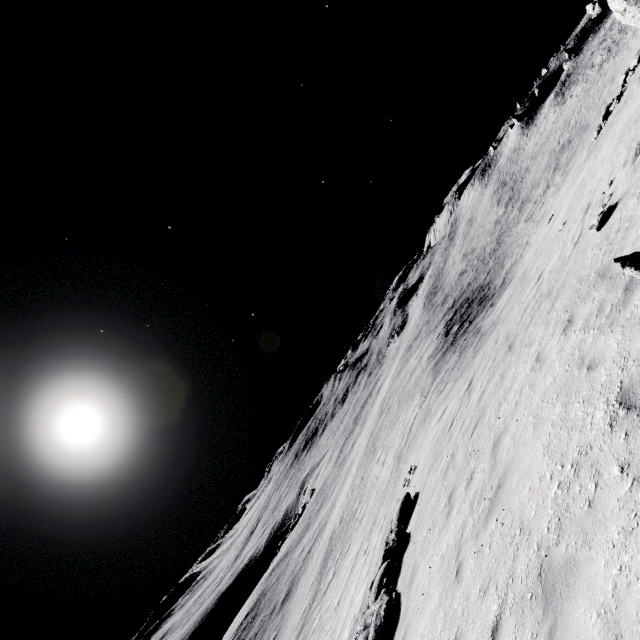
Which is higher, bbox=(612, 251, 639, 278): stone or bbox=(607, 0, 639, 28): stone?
bbox=(607, 0, 639, 28): stone

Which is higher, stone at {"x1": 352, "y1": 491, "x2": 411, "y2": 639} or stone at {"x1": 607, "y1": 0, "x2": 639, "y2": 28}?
stone at {"x1": 607, "y1": 0, "x2": 639, "y2": 28}

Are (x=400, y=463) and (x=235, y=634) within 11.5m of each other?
no

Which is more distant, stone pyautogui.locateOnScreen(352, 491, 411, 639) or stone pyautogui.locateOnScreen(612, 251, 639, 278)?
stone pyautogui.locateOnScreen(352, 491, 411, 639)

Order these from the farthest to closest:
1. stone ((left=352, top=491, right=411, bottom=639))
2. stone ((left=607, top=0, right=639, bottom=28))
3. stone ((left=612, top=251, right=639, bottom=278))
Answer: stone ((left=607, top=0, right=639, bottom=28))
stone ((left=352, top=491, right=411, bottom=639))
stone ((left=612, top=251, right=639, bottom=278))

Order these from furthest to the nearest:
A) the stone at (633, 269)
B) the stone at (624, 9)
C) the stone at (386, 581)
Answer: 1. the stone at (624, 9)
2. the stone at (386, 581)
3. the stone at (633, 269)

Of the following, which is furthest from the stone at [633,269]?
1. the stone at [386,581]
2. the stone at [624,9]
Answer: the stone at [386,581]

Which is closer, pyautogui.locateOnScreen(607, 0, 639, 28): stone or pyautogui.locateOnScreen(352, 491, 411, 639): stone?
pyautogui.locateOnScreen(352, 491, 411, 639): stone
